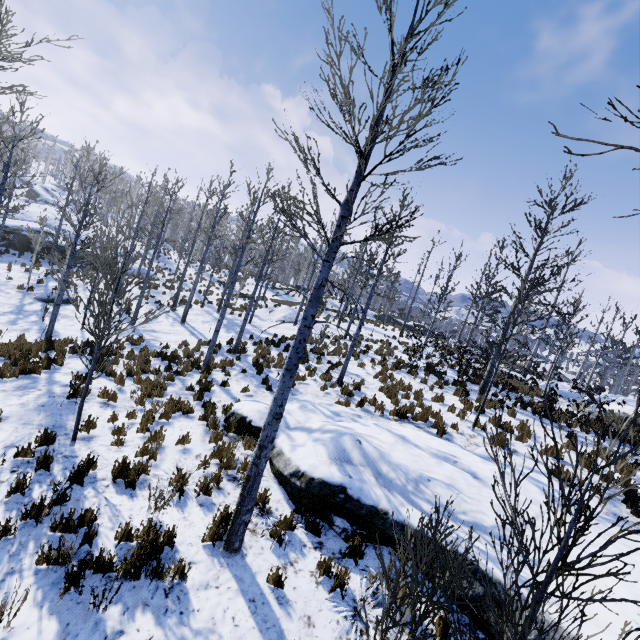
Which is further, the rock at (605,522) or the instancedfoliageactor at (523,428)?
the instancedfoliageactor at (523,428)

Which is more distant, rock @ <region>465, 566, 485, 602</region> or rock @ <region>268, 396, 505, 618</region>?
rock @ <region>268, 396, 505, 618</region>

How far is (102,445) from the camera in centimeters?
653cm

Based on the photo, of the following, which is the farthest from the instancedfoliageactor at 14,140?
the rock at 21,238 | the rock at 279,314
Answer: the rock at 279,314

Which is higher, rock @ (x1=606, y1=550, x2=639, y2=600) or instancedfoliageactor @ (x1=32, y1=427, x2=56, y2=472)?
rock @ (x1=606, y1=550, x2=639, y2=600)

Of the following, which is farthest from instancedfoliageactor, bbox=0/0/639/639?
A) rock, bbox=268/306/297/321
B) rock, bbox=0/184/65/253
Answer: rock, bbox=268/306/297/321

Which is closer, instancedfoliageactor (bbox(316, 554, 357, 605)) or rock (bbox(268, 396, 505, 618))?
instancedfoliageactor (bbox(316, 554, 357, 605))
